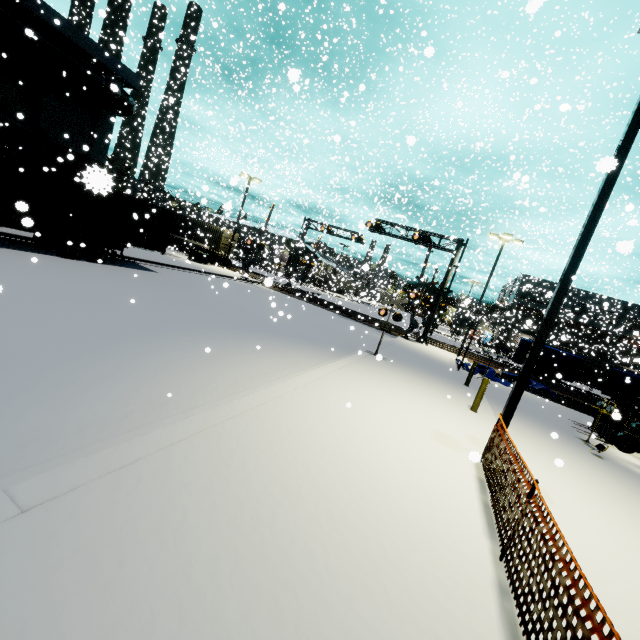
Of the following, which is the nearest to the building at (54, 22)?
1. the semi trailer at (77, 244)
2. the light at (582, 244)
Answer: the semi trailer at (77, 244)

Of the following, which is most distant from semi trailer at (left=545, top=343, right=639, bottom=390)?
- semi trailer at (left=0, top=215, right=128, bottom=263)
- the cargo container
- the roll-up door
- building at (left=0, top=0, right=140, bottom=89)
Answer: semi trailer at (left=0, top=215, right=128, bottom=263)

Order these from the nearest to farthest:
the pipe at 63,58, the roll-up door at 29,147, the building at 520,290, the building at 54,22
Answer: the pipe at 63,58 < the building at 54,22 < the roll-up door at 29,147 < the building at 520,290

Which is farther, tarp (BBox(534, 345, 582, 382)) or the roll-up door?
tarp (BBox(534, 345, 582, 382))

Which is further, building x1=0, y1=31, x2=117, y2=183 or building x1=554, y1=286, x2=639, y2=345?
building x1=554, y1=286, x2=639, y2=345

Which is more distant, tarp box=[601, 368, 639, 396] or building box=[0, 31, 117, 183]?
tarp box=[601, 368, 639, 396]

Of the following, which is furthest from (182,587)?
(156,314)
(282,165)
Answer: (282,165)
